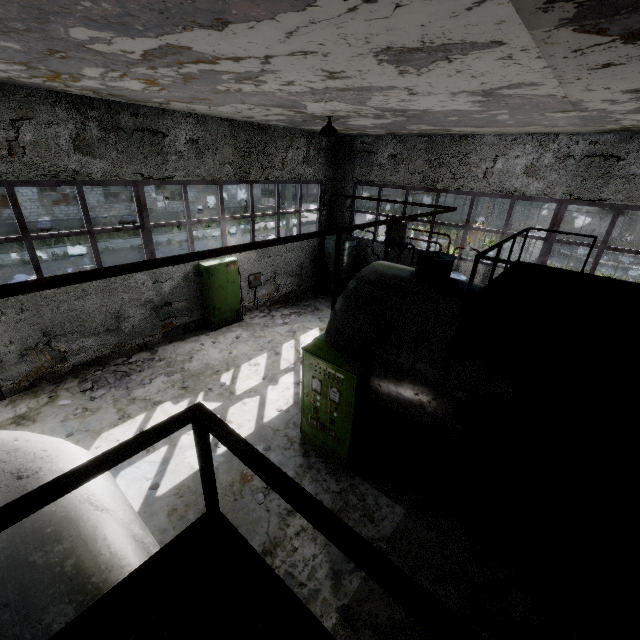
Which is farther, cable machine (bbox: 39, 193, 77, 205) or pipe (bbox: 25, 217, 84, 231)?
cable machine (bbox: 39, 193, 77, 205)

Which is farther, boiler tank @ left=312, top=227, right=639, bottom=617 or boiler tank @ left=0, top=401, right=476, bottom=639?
boiler tank @ left=312, top=227, right=639, bottom=617

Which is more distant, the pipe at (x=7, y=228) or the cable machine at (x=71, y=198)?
the cable machine at (x=71, y=198)

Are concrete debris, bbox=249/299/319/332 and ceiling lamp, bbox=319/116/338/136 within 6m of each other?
no

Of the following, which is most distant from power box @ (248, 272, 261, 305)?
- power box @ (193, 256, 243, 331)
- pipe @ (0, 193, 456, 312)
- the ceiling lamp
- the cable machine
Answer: the cable machine

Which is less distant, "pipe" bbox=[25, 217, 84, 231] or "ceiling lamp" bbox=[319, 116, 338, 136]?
"ceiling lamp" bbox=[319, 116, 338, 136]

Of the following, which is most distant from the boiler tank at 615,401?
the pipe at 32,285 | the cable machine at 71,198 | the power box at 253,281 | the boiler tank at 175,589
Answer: the cable machine at 71,198

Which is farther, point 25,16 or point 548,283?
point 548,283
